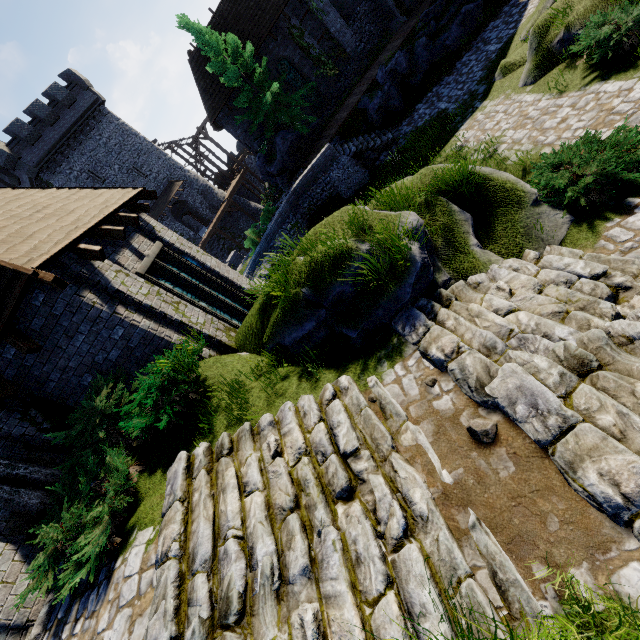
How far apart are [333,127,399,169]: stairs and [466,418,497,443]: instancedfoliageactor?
16.4m

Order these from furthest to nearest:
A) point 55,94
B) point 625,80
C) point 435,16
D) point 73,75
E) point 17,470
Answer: point 73,75, point 55,94, point 435,16, point 625,80, point 17,470

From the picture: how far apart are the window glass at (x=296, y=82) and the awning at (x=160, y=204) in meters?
17.2

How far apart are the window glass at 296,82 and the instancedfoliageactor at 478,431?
25.85m

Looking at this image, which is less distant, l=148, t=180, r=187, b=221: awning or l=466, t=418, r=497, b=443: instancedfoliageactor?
l=466, t=418, r=497, b=443: instancedfoliageactor

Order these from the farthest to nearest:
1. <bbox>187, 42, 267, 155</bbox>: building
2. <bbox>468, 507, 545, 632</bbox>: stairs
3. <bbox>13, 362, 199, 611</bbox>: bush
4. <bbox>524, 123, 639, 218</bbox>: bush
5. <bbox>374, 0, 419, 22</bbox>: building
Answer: <bbox>187, 42, 267, 155</bbox>: building < <bbox>374, 0, 419, 22</bbox>: building < <bbox>524, 123, 639, 218</bbox>: bush < <bbox>13, 362, 199, 611</bbox>: bush < <bbox>468, 507, 545, 632</bbox>: stairs

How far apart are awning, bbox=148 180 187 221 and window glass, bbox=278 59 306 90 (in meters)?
17.21

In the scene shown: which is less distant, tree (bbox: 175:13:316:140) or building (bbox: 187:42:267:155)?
tree (bbox: 175:13:316:140)
